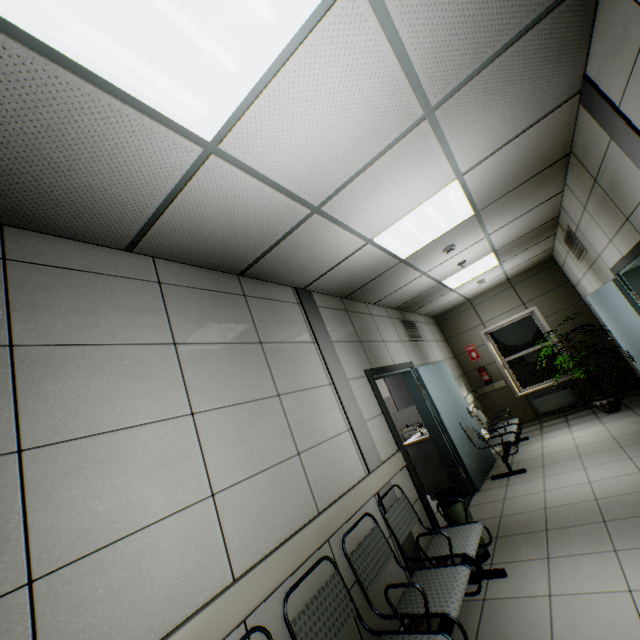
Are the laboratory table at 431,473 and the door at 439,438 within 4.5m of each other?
yes

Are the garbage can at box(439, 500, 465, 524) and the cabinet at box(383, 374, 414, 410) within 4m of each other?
yes

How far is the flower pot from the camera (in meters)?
5.93

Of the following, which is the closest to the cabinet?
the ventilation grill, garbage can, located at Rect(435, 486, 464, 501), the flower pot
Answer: the ventilation grill

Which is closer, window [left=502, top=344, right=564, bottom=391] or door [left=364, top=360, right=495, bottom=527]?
door [left=364, top=360, right=495, bottom=527]

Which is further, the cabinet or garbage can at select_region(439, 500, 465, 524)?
the cabinet

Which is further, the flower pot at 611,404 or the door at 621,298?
the flower pot at 611,404

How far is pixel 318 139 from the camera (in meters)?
1.95
